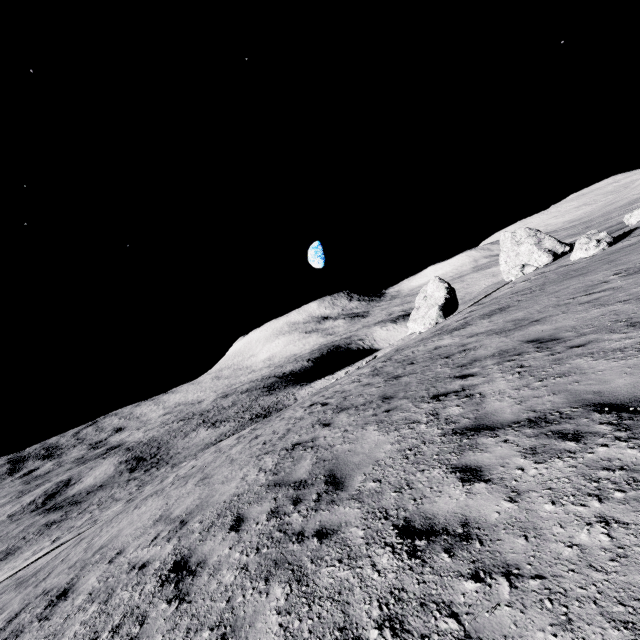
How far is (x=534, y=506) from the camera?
3.05m

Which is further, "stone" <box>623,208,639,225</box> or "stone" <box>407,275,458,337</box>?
"stone" <box>407,275,458,337</box>

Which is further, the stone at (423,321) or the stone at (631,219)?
the stone at (423,321)

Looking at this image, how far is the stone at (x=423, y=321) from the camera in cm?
3744

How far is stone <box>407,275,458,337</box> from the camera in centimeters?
3744cm
